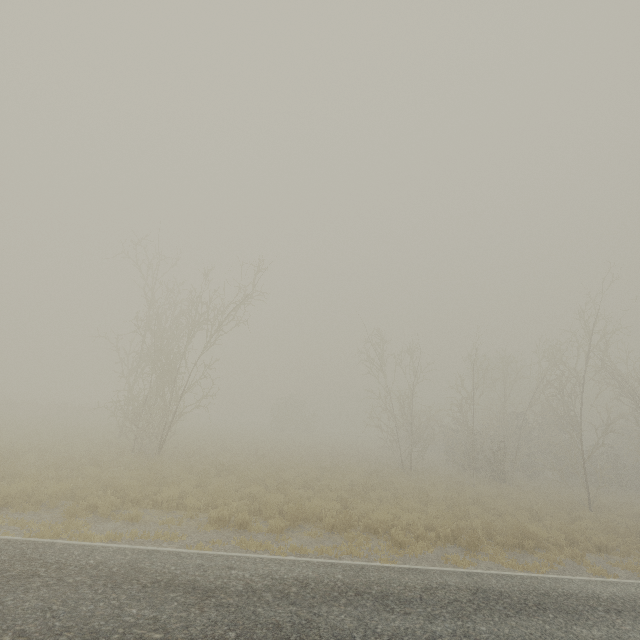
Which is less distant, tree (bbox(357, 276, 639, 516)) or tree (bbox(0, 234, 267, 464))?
tree (bbox(0, 234, 267, 464))

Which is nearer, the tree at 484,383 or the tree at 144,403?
the tree at 144,403

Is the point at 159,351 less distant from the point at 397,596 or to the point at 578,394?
the point at 397,596
